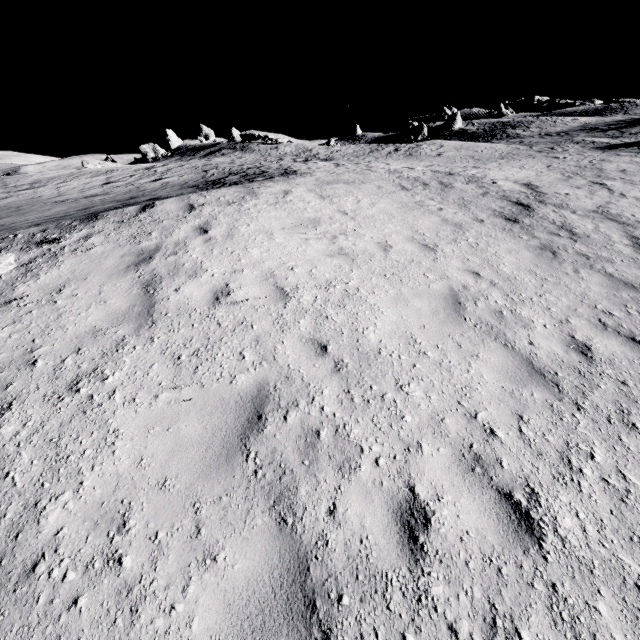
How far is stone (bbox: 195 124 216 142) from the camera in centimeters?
5066cm

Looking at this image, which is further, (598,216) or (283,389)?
(598,216)

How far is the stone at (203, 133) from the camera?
50.7m
